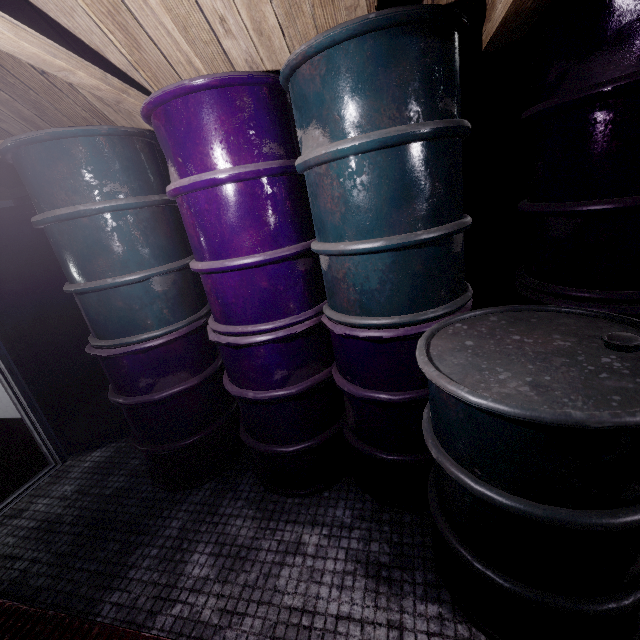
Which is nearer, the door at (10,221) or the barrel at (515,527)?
the barrel at (515,527)

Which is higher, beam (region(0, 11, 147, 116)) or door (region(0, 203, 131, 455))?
beam (region(0, 11, 147, 116))

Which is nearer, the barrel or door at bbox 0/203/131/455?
the barrel

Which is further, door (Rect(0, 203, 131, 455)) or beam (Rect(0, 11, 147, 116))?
door (Rect(0, 203, 131, 455))

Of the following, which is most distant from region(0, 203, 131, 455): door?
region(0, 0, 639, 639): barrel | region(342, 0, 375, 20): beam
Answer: region(0, 0, 639, 639): barrel

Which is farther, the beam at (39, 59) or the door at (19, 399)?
the door at (19, 399)

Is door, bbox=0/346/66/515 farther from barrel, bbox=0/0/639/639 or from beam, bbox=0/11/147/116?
barrel, bbox=0/0/639/639

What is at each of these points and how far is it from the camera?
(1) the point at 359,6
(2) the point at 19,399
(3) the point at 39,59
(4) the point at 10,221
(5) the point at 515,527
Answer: (1) beam, 1.1 meters
(2) door, 2.4 meters
(3) beam, 1.1 meters
(4) door, 2.1 meters
(5) barrel, 0.9 meters
